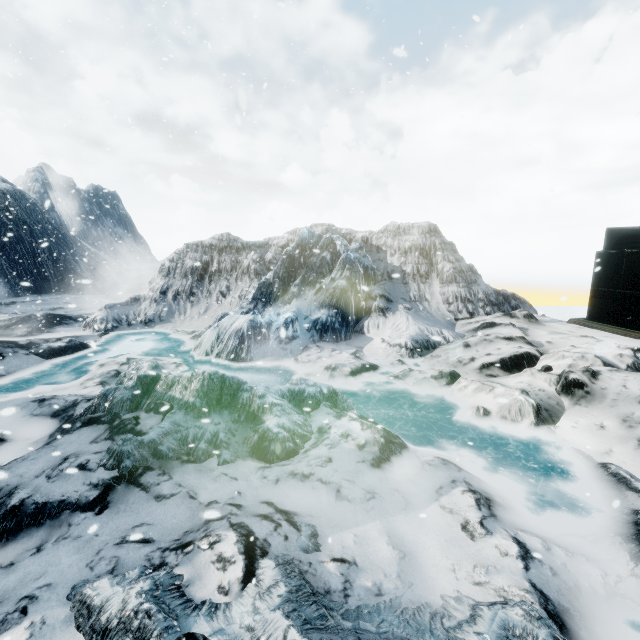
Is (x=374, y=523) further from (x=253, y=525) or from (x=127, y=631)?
(x=127, y=631)
